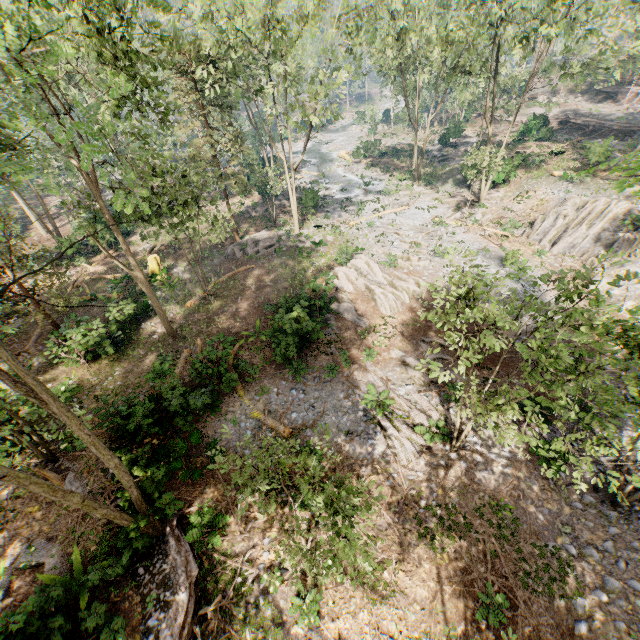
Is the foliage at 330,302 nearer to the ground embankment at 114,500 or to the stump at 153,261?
the ground embankment at 114,500

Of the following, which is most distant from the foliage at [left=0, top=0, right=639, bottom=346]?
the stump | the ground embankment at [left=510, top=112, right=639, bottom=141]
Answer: the stump

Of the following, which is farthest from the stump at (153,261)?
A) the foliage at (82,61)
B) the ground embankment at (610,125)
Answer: the ground embankment at (610,125)

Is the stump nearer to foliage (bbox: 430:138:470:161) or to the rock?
foliage (bbox: 430:138:470:161)

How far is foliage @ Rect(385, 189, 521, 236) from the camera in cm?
2749

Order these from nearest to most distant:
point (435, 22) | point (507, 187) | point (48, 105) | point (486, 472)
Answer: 1. point (486, 472)
2. point (48, 105)
3. point (507, 187)
4. point (435, 22)
